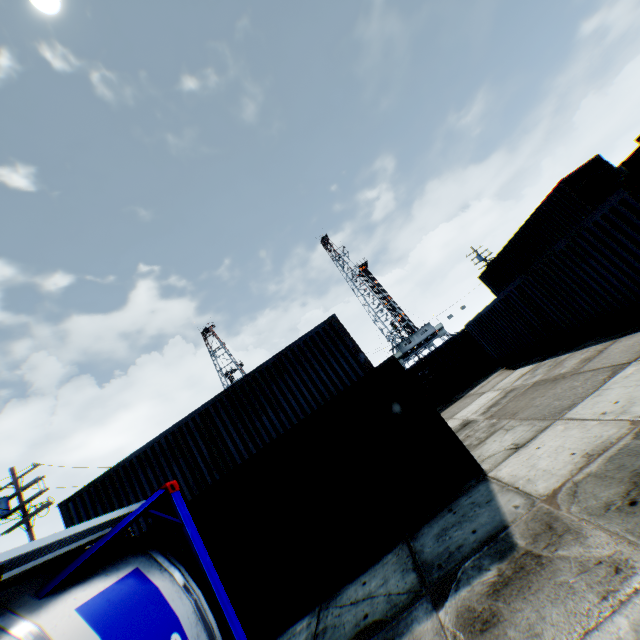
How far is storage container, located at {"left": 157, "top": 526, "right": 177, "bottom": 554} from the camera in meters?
7.0

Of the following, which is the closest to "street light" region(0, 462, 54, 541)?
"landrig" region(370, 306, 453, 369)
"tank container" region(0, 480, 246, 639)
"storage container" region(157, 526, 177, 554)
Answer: "tank container" region(0, 480, 246, 639)

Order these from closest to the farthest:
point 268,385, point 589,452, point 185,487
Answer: point 589,452
point 185,487
point 268,385

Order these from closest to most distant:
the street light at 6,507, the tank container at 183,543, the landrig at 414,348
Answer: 1. the tank container at 183,543
2. the street light at 6,507
3. the landrig at 414,348

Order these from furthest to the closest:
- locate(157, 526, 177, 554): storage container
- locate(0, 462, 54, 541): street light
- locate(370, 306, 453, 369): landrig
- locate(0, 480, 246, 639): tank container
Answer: locate(370, 306, 453, 369): landrig, locate(0, 462, 54, 541): street light, locate(157, 526, 177, 554): storage container, locate(0, 480, 246, 639): tank container

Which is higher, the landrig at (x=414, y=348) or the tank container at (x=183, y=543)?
the landrig at (x=414, y=348)

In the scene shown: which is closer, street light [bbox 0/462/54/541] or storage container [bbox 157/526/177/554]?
storage container [bbox 157/526/177/554]

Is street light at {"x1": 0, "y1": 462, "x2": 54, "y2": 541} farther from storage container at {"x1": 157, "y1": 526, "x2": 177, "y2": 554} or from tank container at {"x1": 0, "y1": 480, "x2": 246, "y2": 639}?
storage container at {"x1": 157, "y1": 526, "x2": 177, "y2": 554}
